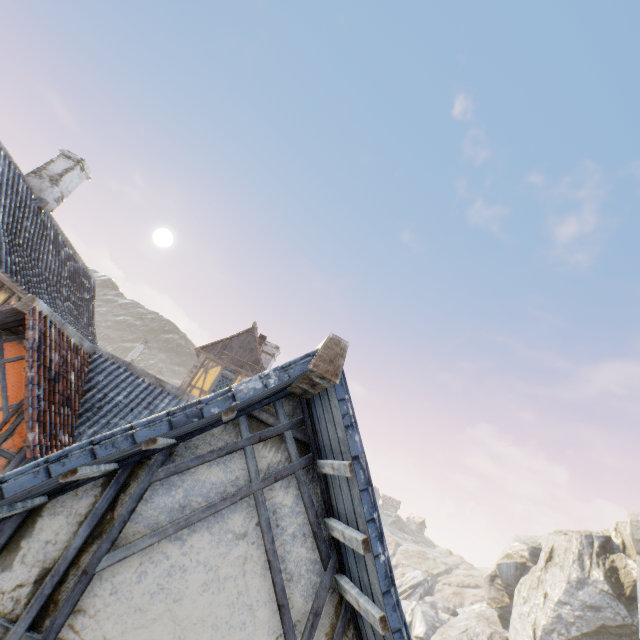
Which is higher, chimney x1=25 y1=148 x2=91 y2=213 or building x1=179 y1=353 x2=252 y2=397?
chimney x1=25 y1=148 x2=91 y2=213

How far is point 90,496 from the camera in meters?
2.3

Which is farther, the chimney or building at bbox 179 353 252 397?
building at bbox 179 353 252 397

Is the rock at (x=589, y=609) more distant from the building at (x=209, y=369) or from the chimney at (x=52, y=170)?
the chimney at (x=52, y=170)

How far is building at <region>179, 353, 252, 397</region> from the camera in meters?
18.5

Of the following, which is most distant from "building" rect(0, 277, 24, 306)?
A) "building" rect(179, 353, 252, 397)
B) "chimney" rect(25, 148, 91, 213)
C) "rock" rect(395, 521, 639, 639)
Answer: "rock" rect(395, 521, 639, 639)

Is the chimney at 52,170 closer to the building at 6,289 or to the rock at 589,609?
the building at 6,289

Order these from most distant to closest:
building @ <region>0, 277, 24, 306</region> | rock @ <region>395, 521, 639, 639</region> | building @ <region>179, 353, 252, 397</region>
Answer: rock @ <region>395, 521, 639, 639</region> < building @ <region>179, 353, 252, 397</region> < building @ <region>0, 277, 24, 306</region>
